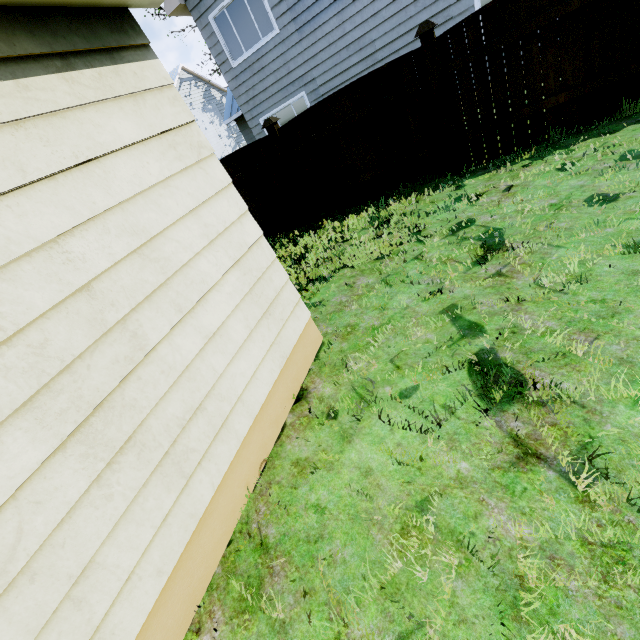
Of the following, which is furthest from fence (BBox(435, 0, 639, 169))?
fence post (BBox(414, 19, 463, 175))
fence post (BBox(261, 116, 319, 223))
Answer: fence post (BBox(261, 116, 319, 223))

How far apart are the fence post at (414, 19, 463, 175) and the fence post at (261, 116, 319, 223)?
2.7 meters

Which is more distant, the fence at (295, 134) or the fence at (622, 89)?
the fence at (295, 134)

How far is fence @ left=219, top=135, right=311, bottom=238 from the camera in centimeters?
683cm

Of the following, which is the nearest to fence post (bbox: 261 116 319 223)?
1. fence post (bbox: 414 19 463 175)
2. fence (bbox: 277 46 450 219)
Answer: fence (bbox: 277 46 450 219)

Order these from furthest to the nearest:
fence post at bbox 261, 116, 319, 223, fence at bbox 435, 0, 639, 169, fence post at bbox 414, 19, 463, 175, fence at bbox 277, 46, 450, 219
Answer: fence post at bbox 261, 116, 319, 223
fence at bbox 277, 46, 450, 219
fence post at bbox 414, 19, 463, 175
fence at bbox 435, 0, 639, 169

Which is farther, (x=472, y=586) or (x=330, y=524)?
(x=330, y=524)

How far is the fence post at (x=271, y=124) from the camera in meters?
6.3
